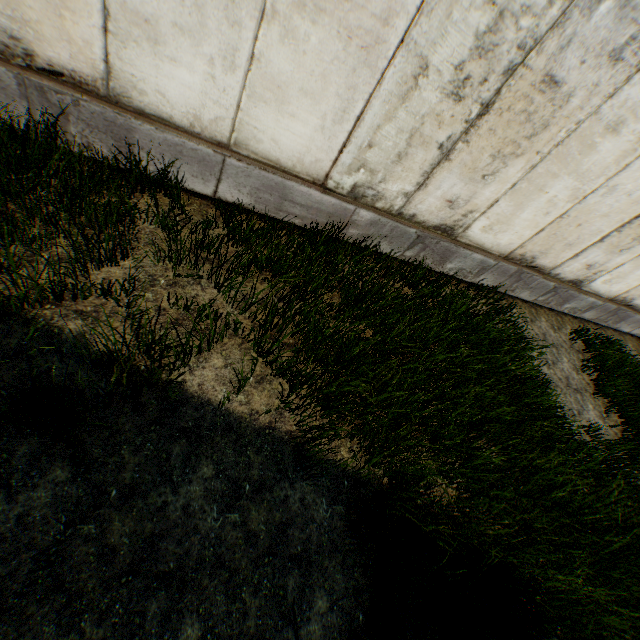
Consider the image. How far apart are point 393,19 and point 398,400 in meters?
3.8
